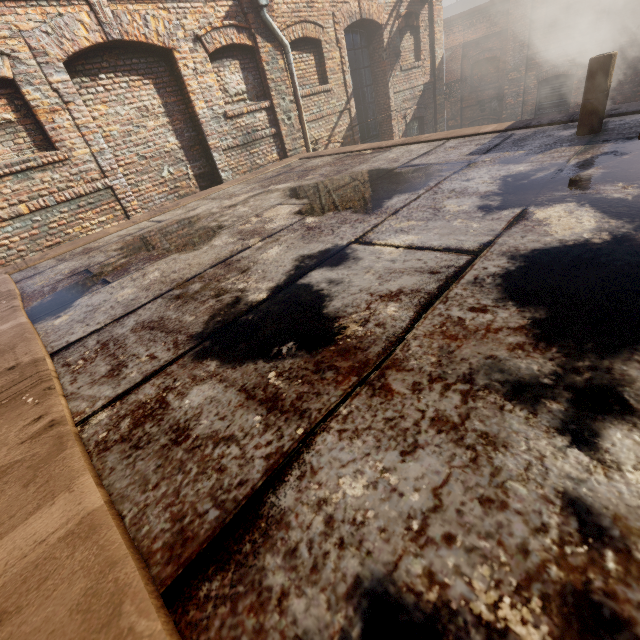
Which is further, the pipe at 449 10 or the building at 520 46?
the pipe at 449 10

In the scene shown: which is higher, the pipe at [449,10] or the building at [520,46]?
the pipe at [449,10]

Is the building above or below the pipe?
below

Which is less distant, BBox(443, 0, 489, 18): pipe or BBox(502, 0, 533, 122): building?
BBox(502, 0, 533, 122): building

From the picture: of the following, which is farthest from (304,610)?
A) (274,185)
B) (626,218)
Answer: (274,185)
